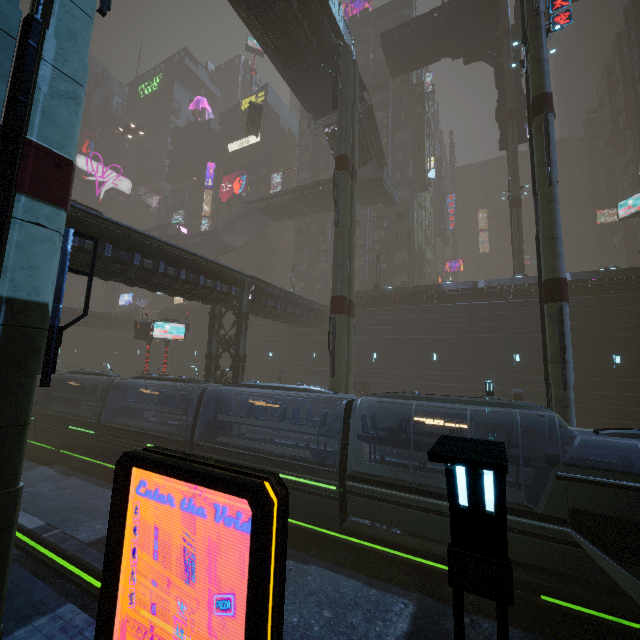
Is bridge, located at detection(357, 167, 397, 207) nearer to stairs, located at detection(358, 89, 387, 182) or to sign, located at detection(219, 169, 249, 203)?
stairs, located at detection(358, 89, 387, 182)

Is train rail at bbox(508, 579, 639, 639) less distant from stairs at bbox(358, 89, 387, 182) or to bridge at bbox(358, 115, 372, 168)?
bridge at bbox(358, 115, 372, 168)

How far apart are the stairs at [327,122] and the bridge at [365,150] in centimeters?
1cm

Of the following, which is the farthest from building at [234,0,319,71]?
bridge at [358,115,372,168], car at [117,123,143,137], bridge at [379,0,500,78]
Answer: bridge at [358,115,372,168]

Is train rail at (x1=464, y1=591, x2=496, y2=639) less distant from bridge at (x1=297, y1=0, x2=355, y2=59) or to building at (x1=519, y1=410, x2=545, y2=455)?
building at (x1=519, y1=410, x2=545, y2=455)

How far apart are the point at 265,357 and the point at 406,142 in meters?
35.3

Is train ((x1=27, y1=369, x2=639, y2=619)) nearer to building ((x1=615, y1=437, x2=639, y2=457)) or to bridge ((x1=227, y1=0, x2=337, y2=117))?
building ((x1=615, y1=437, x2=639, y2=457))

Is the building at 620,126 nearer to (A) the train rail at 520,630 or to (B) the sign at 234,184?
(A) the train rail at 520,630
